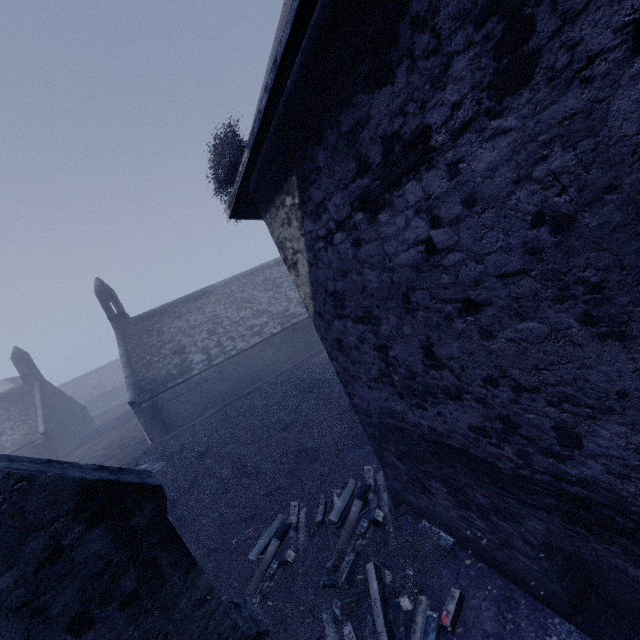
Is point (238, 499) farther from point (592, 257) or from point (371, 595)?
point (592, 257)
